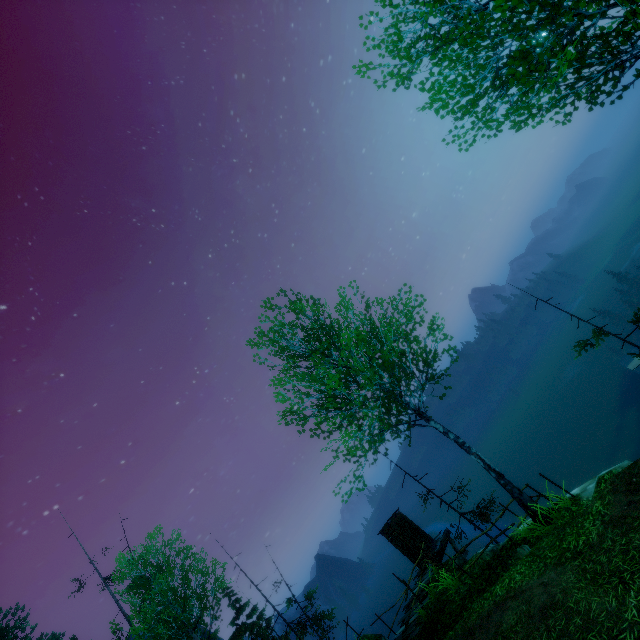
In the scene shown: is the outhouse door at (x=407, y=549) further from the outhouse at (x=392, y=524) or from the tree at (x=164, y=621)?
the tree at (x=164, y=621)

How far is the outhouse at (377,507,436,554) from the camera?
17.52m

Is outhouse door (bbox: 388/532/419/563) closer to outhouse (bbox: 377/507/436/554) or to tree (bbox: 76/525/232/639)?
outhouse (bbox: 377/507/436/554)

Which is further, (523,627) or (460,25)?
(523,627)

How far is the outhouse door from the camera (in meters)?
17.25

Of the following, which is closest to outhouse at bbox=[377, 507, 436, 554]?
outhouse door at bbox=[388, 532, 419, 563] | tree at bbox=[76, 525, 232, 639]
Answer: outhouse door at bbox=[388, 532, 419, 563]
